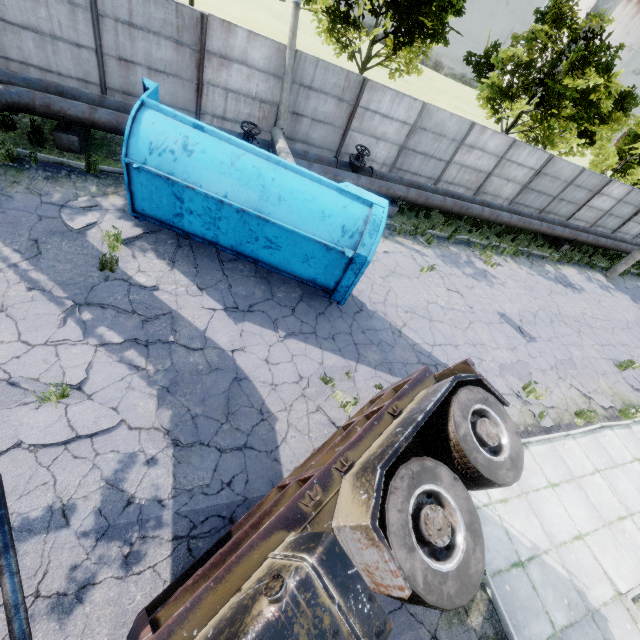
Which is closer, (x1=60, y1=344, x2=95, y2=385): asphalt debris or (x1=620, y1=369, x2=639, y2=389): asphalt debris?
(x1=60, y1=344, x2=95, y2=385): asphalt debris

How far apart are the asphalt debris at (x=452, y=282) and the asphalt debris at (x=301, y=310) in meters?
5.1

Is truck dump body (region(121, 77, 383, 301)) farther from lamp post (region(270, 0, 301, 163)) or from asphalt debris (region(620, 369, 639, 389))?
asphalt debris (region(620, 369, 639, 389))

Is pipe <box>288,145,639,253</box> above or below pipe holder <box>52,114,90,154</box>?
above

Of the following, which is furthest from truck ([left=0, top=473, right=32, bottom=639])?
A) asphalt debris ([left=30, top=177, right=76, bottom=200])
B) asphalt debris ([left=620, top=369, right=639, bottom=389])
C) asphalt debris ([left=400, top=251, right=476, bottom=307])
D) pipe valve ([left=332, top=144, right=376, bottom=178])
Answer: asphalt debris ([left=620, top=369, right=639, bottom=389])

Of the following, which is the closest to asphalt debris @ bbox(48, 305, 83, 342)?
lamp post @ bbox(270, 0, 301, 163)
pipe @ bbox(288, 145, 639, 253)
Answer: lamp post @ bbox(270, 0, 301, 163)

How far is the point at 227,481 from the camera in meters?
5.2

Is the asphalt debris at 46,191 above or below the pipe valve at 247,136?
below
